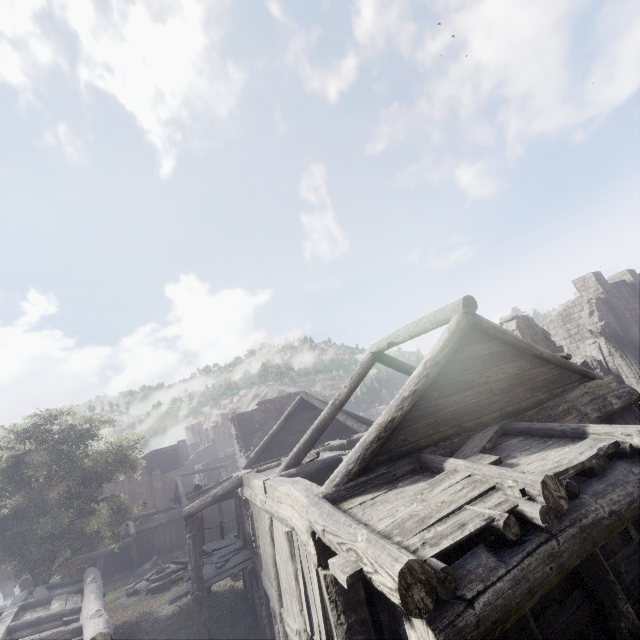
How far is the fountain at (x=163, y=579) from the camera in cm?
2013

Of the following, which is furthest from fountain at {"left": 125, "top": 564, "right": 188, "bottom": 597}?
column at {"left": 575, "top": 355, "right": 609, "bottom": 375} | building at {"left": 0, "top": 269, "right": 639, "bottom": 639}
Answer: column at {"left": 575, "top": 355, "right": 609, "bottom": 375}

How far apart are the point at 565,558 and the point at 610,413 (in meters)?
6.27

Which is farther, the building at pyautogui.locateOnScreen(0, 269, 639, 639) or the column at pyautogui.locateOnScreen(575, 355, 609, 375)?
the column at pyautogui.locateOnScreen(575, 355, 609, 375)

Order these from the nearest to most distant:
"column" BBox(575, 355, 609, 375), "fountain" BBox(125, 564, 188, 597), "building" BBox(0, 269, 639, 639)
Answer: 1. "building" BBox(0, 269, 639, 639)
2. "column" BBox(575, 355, 609, 375)
3. "fountain" BBox(125, 564, 188, 597)

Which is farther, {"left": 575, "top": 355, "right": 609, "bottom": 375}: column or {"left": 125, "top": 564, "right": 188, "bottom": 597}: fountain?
{"left": 125, "top": 564, "right": 188, "bottom": 597}: fountain

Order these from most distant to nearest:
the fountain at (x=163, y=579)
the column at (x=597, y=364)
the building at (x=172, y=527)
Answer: the fountain at (x=163, y=579) → the column at (x=597, y=364) → the building at (x=172, y=527)

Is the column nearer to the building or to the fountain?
the building
